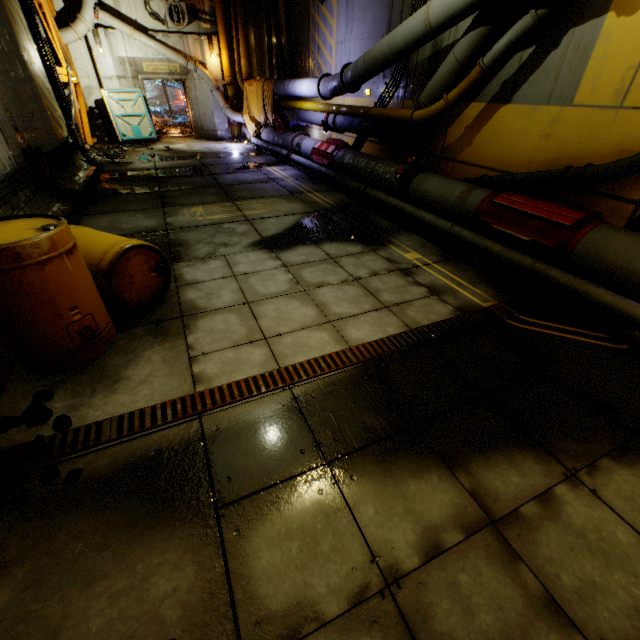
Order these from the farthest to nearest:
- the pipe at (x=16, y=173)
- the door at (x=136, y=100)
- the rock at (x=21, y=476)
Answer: the door at (x=136, y=100) < the pipe at (x=16, y=173) < the rock at (x=21, y=476)

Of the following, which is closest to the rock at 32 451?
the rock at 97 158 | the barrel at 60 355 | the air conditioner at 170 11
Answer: the barrel at 60 355

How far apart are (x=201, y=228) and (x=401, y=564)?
5.8m

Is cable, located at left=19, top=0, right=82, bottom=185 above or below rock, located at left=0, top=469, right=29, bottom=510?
above

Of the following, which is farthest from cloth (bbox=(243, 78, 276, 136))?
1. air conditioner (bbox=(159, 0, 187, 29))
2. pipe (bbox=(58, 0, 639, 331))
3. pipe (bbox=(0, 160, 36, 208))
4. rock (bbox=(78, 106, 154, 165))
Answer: pipe (bbox=(0, 160, 36, 208))

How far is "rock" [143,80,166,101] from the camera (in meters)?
47.22

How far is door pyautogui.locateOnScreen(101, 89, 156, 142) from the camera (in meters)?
13.80

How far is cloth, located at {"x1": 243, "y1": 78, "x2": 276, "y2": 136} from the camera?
12.84m
